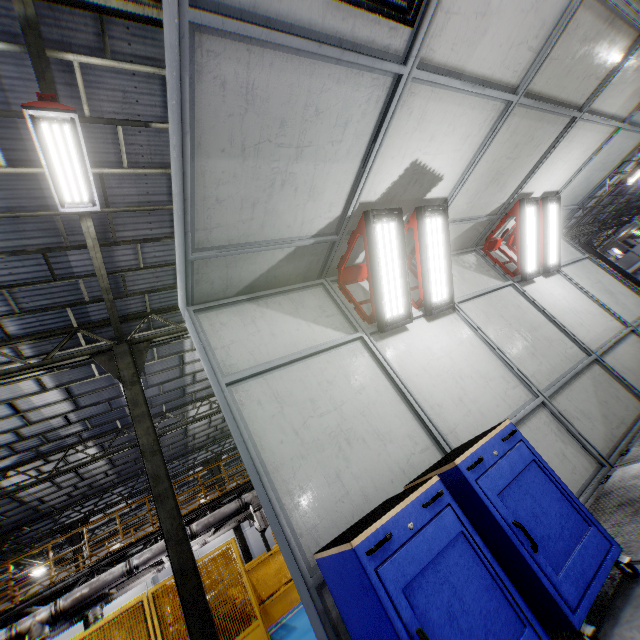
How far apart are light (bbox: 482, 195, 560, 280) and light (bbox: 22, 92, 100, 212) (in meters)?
7.49

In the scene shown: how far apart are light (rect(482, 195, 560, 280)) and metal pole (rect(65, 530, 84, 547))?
23.6m

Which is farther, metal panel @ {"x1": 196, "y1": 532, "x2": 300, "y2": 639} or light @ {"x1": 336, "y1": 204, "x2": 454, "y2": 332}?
metal panel @ {"x1": 196, "y1": 532, "x2": 300, "y2": 639}

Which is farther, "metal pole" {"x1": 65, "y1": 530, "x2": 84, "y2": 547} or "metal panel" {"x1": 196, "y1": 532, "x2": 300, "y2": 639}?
"metal pole" {"x1": 65, "y1": 530, "x2": 84, "y2": 547}

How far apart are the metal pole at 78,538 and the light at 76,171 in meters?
20.1

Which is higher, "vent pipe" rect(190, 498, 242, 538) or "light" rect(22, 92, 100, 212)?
"light" rect(22, 92, 100, 212)

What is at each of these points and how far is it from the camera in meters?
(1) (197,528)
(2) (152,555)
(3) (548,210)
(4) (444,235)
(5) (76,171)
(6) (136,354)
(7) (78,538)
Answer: (1) vent pipe, 12.0 m
(2) vent pipe, 11.1 m
(3) light, 6.7 m
(4) light, 4.9 m
(5) light, 5.2 m
(6) metal pole, 9.2 m
(7) metal pole, 17.5 m

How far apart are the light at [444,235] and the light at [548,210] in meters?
3.4 m
